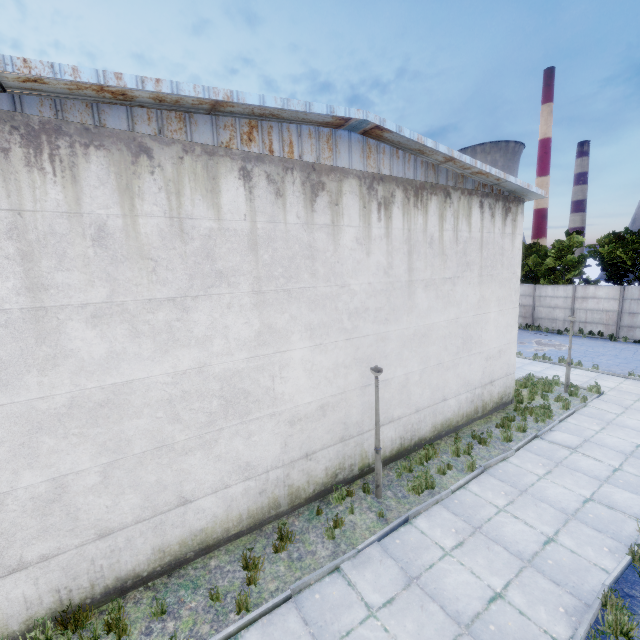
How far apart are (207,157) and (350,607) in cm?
825
